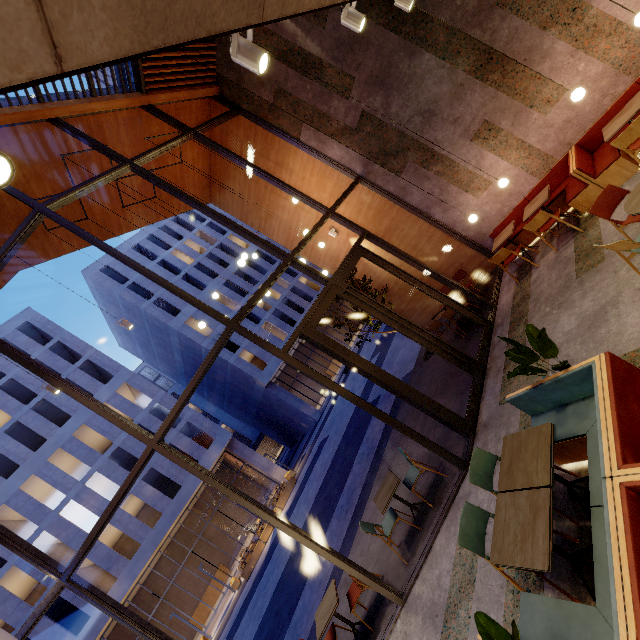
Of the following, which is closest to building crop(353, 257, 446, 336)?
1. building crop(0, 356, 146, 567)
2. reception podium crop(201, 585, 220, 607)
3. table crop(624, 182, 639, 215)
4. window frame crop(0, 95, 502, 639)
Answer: window frame crop(0, 95, 502, 639)

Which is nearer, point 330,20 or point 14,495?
point 330,20

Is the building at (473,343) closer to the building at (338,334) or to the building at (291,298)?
the building at (291,298)

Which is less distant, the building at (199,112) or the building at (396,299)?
the building at (199,112)

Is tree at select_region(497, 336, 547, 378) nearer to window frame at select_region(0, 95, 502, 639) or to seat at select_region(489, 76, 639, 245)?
window frame at select_region(0, 95, 502, 639)

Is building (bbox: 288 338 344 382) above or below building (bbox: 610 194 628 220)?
above

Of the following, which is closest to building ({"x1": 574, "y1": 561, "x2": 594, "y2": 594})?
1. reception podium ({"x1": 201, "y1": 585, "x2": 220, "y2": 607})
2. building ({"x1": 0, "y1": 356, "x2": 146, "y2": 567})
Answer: building ({"x1": 0, "y1": 356, "x2": 146, "y2": 567})

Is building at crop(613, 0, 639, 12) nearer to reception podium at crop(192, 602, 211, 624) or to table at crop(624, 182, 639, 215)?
table at crop(624, 182, 639, 215)
